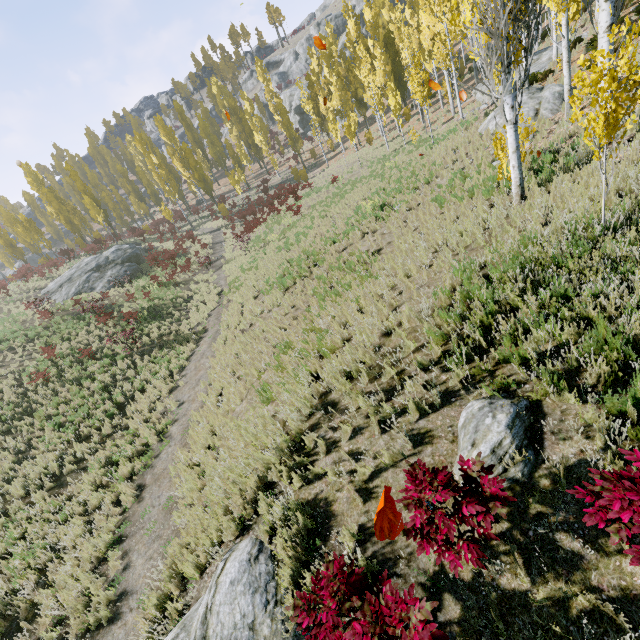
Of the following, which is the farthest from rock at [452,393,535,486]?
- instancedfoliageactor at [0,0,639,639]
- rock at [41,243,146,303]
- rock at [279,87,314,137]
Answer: rock at [41,243,146,303]

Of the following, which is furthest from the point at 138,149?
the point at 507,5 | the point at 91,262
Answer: the point at 507,5

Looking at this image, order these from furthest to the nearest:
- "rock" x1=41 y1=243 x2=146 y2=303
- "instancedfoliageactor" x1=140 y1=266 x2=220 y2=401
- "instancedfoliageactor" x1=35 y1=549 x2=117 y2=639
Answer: "rock" x1=41 y1=243 x2=146 y2=303
"instancedfoliageactor" x1=140 y1=266 x2=220 y2=401
"instancedfoliageactor" x1=35 y1=549 x2=117 y2=639

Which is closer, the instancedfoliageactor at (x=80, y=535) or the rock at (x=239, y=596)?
the rock at (x=239, y=596)

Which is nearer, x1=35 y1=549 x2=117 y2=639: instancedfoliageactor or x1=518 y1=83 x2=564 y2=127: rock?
x1=35 y1=549 x2=117 y2=639: instancedfoliageactor

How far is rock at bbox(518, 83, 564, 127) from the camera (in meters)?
11.78

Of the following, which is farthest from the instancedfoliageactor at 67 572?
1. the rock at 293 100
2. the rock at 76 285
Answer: the rock at 293 100
